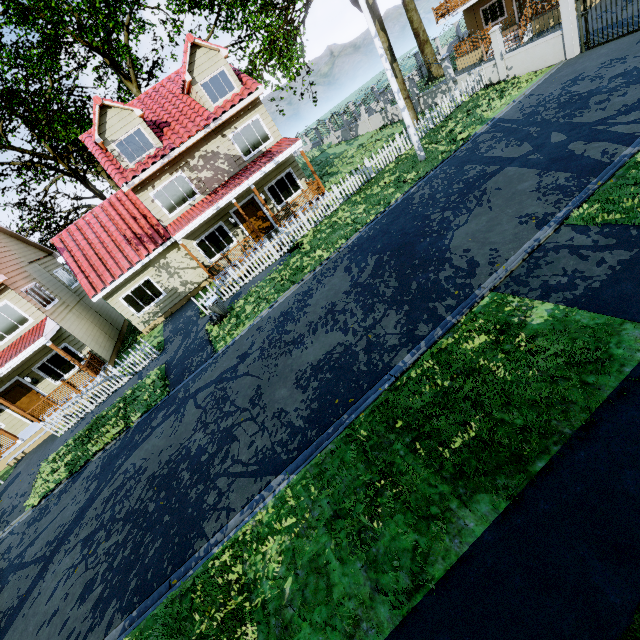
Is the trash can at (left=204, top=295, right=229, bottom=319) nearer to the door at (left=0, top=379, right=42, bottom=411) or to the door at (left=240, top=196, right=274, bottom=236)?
the door at (left=240, top=196, right=274, bottom=236)

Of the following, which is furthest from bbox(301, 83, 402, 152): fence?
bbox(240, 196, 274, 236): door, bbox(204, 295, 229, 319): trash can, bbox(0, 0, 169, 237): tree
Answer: bbox(240, 196, 274, 236): door

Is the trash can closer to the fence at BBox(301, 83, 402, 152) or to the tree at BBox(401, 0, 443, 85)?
the fence at BBox(301, 83, 402, 152)

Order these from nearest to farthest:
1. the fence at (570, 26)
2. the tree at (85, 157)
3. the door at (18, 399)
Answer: the fence at (570, 26), the door at (18, 399), the tree at (85, 157)

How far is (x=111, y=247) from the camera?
17.25m

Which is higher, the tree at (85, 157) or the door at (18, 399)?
the tree at (85, 157)

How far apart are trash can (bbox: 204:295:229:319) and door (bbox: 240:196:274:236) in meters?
6.1 m

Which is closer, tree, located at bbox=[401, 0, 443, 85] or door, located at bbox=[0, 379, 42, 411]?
door, located at bbox=[0, 379, 42, 411]
